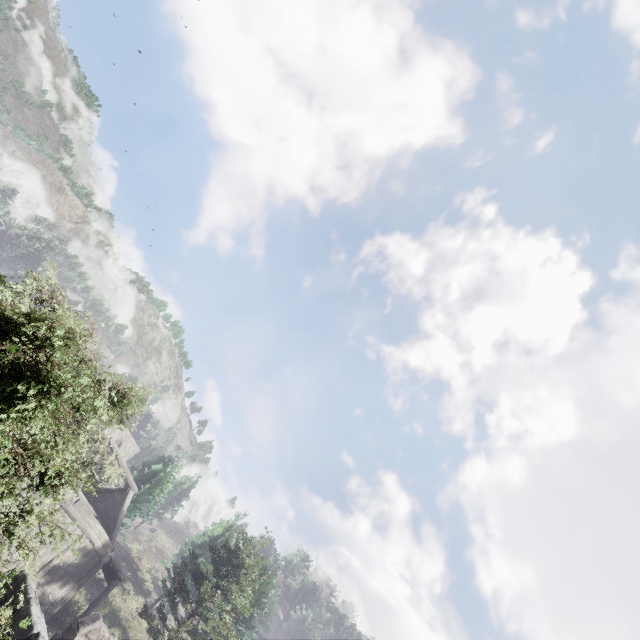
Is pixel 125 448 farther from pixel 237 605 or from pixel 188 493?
pixel 237 605
